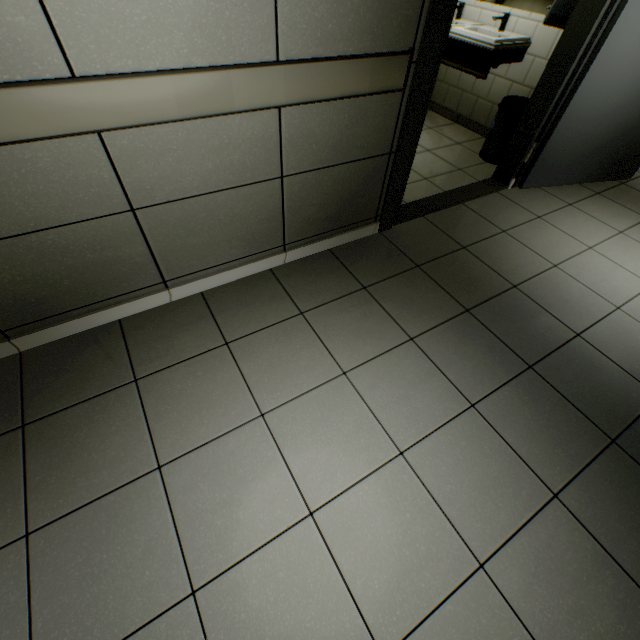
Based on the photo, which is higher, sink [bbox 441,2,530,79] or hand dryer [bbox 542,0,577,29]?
hand dryer [bbox 542,0,577,29]

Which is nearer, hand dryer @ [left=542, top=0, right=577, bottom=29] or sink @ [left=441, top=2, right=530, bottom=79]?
hand dryer @ [left=542, top=0, right=577, bottom=29]

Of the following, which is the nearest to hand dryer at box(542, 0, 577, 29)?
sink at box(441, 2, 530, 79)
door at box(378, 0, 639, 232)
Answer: door at box(378, 0, 639, 232)

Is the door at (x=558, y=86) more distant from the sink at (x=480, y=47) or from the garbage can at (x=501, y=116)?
the sink at (x=480, y=47)

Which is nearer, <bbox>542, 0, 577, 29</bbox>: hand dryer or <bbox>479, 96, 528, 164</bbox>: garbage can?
<bbox>542, 0, 577, 29</bbox>: hand dryer

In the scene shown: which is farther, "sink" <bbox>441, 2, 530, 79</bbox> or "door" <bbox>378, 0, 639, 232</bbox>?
"sink" <bbox>441, 2, 530, 79</bbox>

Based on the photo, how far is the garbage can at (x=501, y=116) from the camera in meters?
3.2 m

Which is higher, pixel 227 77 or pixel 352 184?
pixel 227 77
